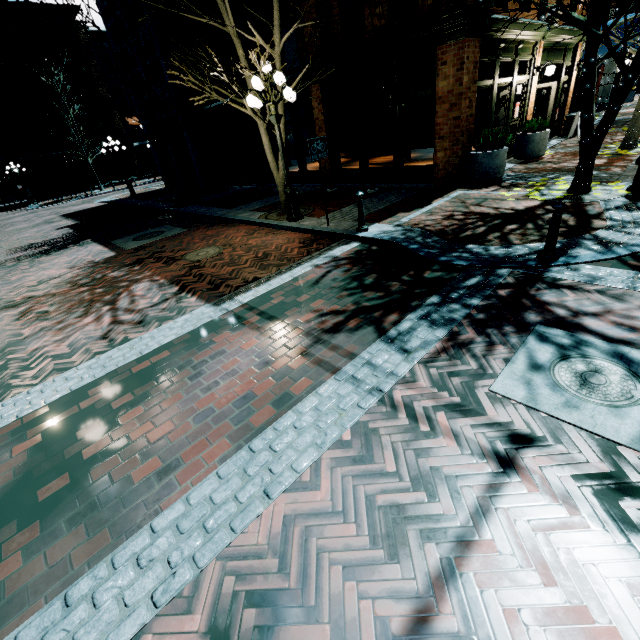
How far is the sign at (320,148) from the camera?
7.2 meters

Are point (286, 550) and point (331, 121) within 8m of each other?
no

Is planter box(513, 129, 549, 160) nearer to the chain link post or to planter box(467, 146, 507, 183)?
planter box(467, 146, 507, 183)

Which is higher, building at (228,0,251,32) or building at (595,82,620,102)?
building at (228,0,251,32)

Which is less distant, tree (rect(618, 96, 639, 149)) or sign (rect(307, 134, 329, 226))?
sign (rect(307, 134, 329, 226))

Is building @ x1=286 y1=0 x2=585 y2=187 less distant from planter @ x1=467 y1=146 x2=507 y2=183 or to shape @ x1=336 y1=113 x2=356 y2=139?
planter @ x1=467 y1=146 x2=507 y2=183

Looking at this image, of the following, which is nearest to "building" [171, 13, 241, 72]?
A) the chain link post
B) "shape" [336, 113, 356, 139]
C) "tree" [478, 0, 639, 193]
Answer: "tree" [478, 0, 639, 193]

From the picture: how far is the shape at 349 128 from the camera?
20.2m
